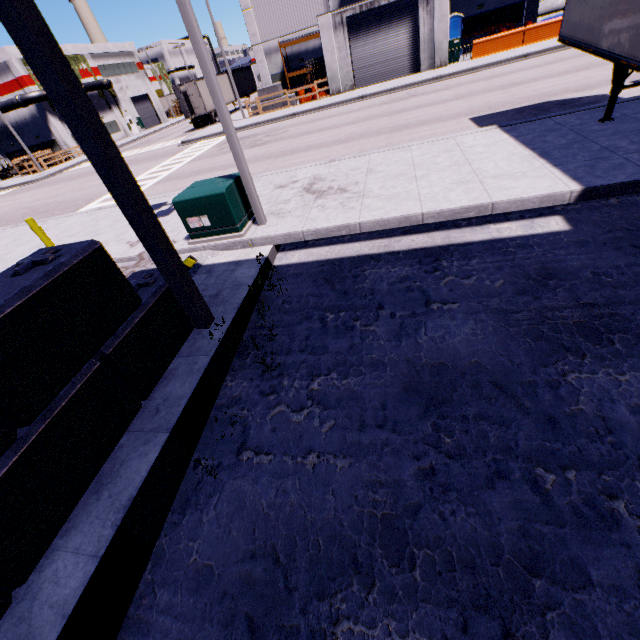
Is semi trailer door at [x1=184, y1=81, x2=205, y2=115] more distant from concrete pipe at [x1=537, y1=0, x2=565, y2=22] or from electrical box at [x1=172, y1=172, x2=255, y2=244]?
concrete pipe at [x1=537, y1=0, x2=565, y2=22]

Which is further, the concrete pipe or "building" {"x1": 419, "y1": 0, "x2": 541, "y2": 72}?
the concrete pipe

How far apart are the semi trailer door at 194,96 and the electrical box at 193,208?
30.55m

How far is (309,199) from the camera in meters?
8.4

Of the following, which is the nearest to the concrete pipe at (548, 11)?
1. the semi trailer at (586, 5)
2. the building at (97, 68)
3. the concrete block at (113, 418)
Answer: the building at (97, 68)

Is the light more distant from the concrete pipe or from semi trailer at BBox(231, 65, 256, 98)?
the concrete pipe

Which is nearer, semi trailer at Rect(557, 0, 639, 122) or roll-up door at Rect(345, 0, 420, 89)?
semi trailer at Rect(557, 0, 639, 122)

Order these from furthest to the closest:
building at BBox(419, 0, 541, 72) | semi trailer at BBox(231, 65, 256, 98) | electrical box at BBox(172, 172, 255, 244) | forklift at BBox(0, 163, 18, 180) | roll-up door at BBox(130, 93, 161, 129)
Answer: roll-up door at BBox(130, 93, 161, 129)
forklift at BBox(0, 163, 18, 180)
semi trailer at BBox(231, 65, 256, 98)
building at BBox(419, 0, 541, 72)
electrical box at BBox(172, 172, 255, 244)
